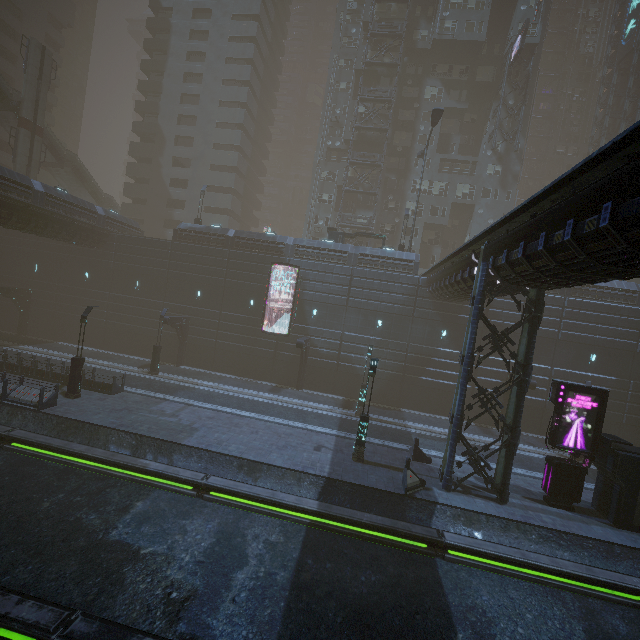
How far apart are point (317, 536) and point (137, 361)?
25.3 meters

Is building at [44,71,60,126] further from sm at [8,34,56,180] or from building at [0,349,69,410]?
sm at [8,34,56,180]

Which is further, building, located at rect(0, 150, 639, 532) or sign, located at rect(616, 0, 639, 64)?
sign, located at rect(616, 0, 639, 64)

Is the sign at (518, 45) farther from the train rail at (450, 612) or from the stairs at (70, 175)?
the stairs at (70, 175)

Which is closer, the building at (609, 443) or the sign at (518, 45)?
the building at (609, 443)

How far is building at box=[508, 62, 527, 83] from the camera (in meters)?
40.16

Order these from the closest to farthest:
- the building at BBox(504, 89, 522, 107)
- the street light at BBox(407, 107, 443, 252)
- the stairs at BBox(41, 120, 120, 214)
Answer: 1. the street light at BBox(407, 107, 443, 252)
2. the stairs at BBox(41, 120, 120, 214)
3. the building at BBox(504, 89, 522, 107)

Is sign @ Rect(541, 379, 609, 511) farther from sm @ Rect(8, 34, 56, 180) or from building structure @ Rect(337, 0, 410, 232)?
sm @ Rect(8, 34, 56, 180)
